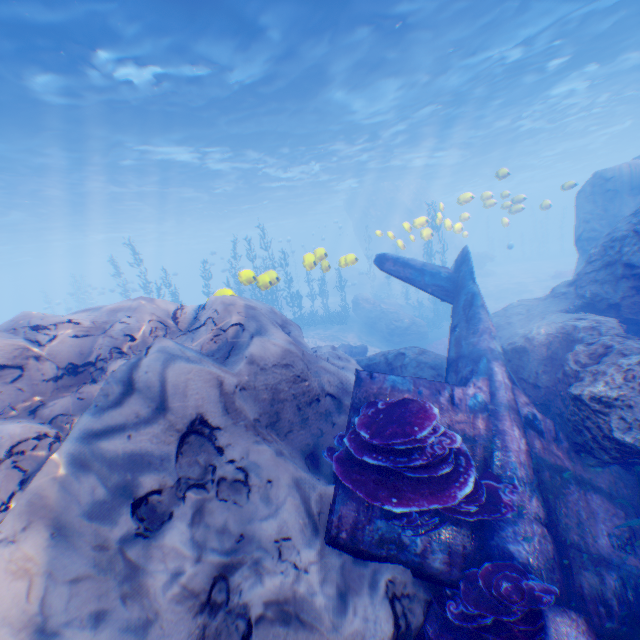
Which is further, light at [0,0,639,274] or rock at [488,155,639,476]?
light at [0,0,639,274]

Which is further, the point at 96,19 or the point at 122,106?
the point at 122,106

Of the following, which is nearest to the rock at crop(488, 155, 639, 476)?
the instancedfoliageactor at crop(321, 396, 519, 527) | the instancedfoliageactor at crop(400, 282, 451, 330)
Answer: the instancedfoliageactor at crop(321, 396, 519, 527)

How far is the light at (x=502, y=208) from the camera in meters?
16.7

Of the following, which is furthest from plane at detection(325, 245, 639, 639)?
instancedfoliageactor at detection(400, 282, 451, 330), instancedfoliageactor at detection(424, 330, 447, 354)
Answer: instancedfoliageactor at detection(400, 282, 451, 330)

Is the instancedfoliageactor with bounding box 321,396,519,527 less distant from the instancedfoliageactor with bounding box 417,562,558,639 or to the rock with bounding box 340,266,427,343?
the rock with bounding box 340,266,427,343

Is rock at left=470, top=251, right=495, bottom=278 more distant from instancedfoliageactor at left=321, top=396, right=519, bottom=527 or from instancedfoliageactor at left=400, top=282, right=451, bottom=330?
instancedfoliageactor at left=400, top=282, right=451, bottom=330

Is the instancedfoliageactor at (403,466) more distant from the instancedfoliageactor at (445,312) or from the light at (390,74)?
the instancedfoliageactor at (445,312)
